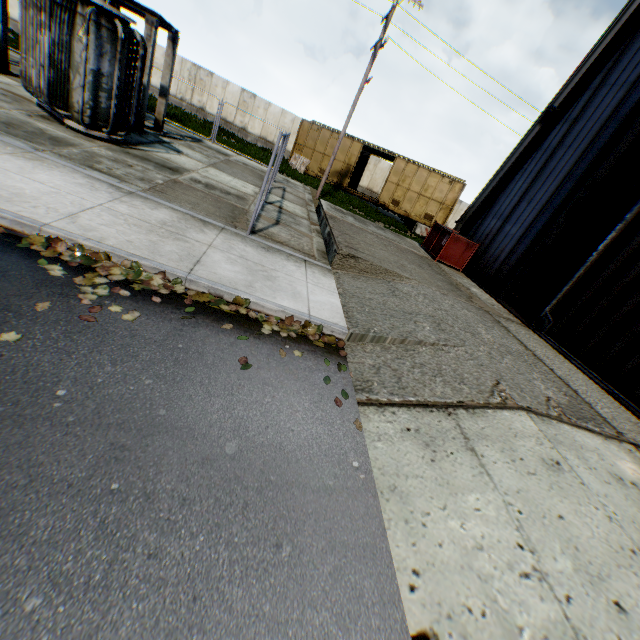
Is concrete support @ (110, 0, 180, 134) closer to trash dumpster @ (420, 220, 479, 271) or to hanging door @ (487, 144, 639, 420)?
trash dumpster @ (420, 220, 479, 271)

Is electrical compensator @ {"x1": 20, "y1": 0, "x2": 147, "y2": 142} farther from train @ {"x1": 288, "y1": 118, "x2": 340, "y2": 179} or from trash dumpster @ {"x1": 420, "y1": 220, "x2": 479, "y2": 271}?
train @ {"x1": 288, "y1": 118, "x2": 340, "y2": 179}

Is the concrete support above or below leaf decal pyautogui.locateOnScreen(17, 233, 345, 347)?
above

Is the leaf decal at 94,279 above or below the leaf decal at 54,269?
above

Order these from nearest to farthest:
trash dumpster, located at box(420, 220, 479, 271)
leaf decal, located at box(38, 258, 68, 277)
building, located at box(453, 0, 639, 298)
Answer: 1. leaf decal, located at box(38, 258, 68, 277)
2. building, located at box(453, 0, 639, 298)
3. trash dumpster, located at box(420, 220, 479, 271)

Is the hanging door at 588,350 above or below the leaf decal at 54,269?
above

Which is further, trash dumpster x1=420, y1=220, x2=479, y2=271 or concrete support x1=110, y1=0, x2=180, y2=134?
trash dumpster x1=420, y1=220, x2=479, y2=271

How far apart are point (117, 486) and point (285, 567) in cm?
132
